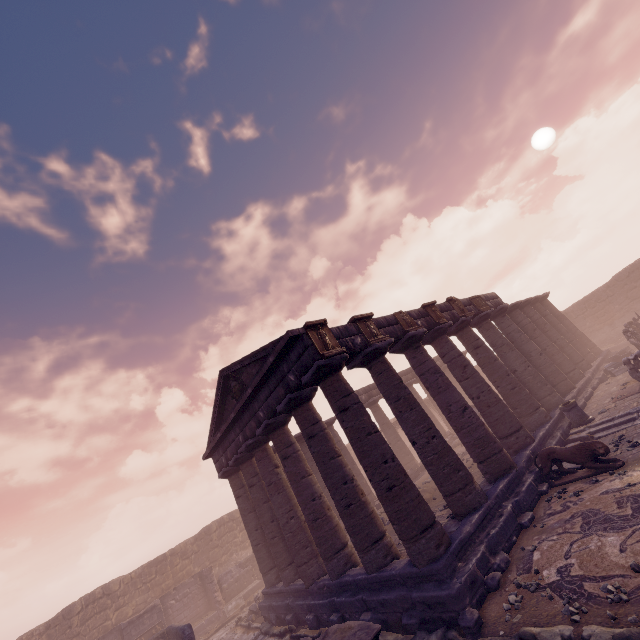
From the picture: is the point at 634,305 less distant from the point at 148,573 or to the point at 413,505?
the point at 413,505

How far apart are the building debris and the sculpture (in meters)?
19.55

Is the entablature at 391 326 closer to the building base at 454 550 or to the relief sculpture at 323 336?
the relief sculpture at 323 336

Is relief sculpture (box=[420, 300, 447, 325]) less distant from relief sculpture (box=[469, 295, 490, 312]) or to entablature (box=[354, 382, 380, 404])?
entablature (box=[354, 382, 380, 404])

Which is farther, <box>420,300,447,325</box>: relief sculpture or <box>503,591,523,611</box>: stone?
<box>420,300,447,325</box>: relief sculpture

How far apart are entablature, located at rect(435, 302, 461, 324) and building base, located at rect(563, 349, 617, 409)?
5.29m

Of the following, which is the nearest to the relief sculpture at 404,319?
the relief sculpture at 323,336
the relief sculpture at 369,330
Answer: the relief sculpture at 369,330
